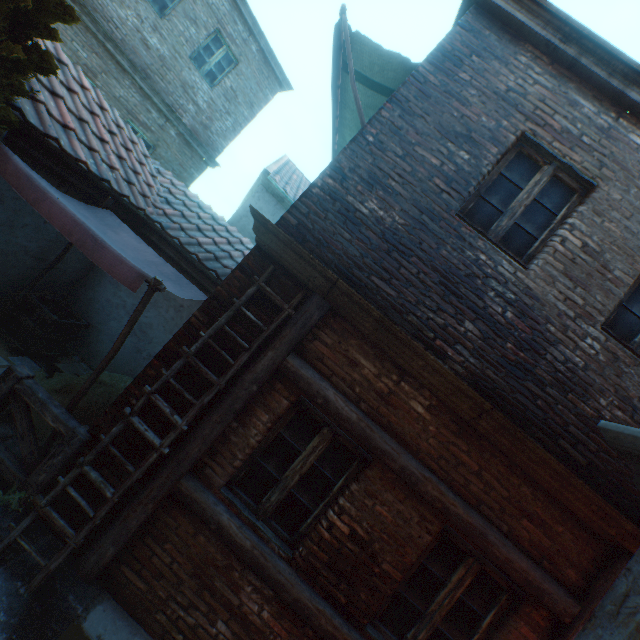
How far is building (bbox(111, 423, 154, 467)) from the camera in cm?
342

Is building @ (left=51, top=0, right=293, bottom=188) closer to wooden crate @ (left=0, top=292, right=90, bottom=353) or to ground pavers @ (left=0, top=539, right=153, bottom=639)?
wooden crate @ (left=0, top=292, right=90, bottom=353)

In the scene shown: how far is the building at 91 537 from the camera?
3.3 meters

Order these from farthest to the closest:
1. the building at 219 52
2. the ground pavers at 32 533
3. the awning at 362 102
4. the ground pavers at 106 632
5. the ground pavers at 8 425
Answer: the building at 219 52, the awning at 362 102, the ground pavers at 8 425, the ground pavers at 32 533, the ground pavers at 106 632

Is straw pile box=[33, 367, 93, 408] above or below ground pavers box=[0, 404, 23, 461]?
above

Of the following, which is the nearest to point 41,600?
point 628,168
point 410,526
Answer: point 410,526

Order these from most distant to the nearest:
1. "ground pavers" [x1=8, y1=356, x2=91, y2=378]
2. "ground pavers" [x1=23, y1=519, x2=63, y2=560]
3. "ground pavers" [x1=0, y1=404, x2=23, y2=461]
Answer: "ground pavers" [x1=8, y1=356, x2=91, y2=378] → "ground pavers" [x1=0, y1=404, x2=23, y2=461] → "ground pavers" [x1=23, y1=519, x2=63, y2=560]
